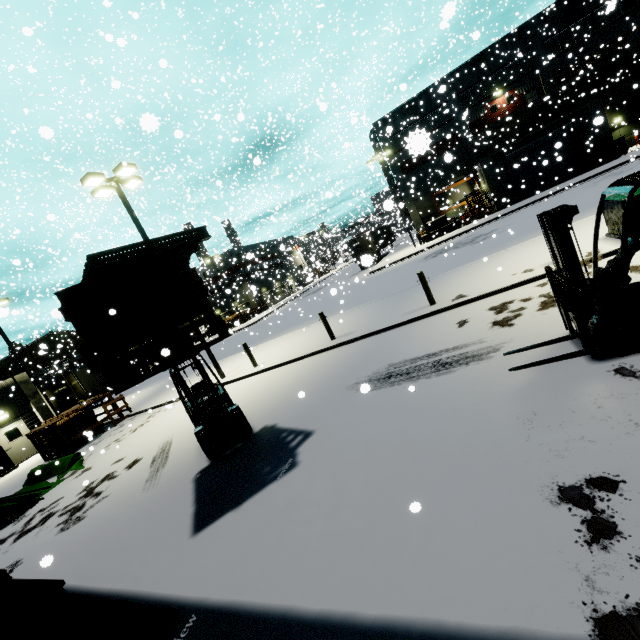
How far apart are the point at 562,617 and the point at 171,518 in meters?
5.9

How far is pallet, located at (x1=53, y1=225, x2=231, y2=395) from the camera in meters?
4.8 m

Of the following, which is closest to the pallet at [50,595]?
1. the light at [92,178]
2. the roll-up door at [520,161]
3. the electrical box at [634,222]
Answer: the light at [92,178]

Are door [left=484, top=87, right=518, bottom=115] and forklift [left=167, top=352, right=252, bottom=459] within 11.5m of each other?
no

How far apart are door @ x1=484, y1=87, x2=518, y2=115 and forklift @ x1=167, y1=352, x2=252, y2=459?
39.2 meters

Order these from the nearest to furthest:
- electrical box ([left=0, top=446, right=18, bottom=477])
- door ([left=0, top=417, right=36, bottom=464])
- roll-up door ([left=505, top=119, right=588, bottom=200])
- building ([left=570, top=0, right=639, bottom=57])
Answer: electrical box ([left=0, top=446, right=18, bottom=477]), door ([left=0, top=417, right=36, bottom=464]), roll-up door ([left=505, top=119, right=588, bottom=200]), building ([left=570, top=0, right=639, bottom=57])

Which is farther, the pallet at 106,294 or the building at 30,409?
the building at 30,409

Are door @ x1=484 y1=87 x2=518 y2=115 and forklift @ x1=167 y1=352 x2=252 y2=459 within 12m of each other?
no
